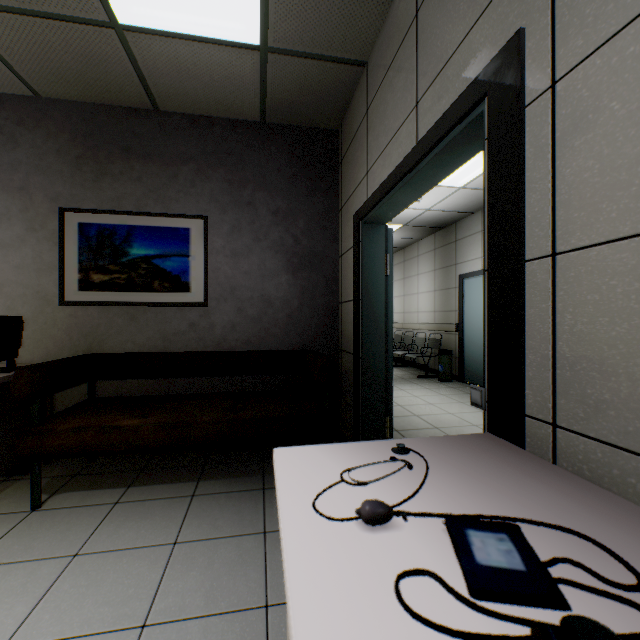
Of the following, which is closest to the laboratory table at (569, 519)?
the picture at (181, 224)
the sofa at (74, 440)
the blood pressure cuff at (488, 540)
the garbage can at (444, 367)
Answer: the blood pressure cuff at (488, 540)

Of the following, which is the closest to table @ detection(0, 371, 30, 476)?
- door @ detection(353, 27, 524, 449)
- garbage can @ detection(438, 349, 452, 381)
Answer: door @ detection(353, 27, 524, 449)

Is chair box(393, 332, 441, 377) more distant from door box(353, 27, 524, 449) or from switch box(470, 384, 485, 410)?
switch box(470, 384, 485, 410)

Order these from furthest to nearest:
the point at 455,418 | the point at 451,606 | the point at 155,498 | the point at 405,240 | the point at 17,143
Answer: the point at 405,240 → the point at 455,418 → the point at 17,143 → the point at 155,498 → the point at 451,606

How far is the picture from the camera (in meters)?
2.95

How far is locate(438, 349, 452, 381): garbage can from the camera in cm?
648

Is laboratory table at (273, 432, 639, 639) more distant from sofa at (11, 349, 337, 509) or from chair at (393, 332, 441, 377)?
chair at (393, 332, 441, 377)

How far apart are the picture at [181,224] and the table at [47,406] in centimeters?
59cm
